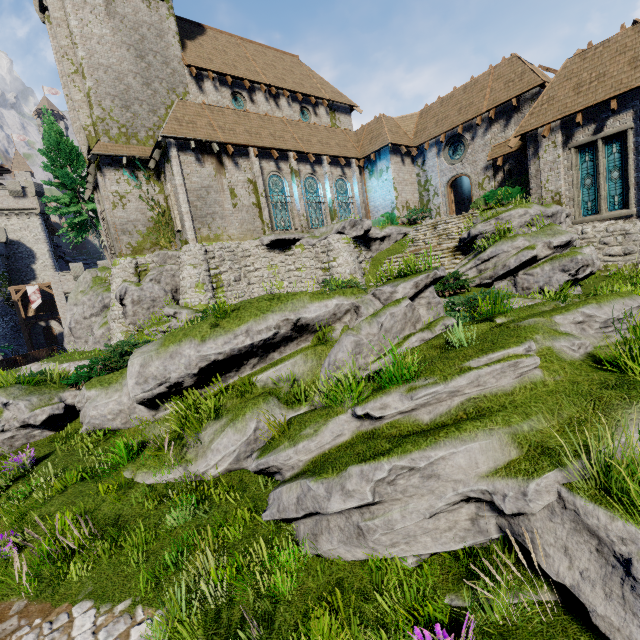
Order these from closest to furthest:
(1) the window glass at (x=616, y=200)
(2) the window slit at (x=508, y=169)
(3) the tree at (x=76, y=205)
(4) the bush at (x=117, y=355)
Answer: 1. (4) the bush at (x=117, y=355)
2. (1) the window glass at (x=616, y=200)
3. (2) the window slit at (x=508, y=169)
4. (3) the tree at (x=76, y=205)

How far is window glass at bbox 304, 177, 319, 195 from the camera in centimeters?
2327cm

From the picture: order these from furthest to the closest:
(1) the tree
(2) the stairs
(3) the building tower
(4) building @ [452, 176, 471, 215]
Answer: (3) the building tower → (4) building @ [452, 176, 471, 215] → (1) the tree → (2) the stairs

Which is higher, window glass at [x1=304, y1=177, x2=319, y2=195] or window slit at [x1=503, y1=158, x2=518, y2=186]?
window glass at [x1=304, y1=177, x2=319, y2=195]

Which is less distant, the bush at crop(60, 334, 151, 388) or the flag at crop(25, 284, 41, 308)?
the bush at crop(60, 334, 151, 388)

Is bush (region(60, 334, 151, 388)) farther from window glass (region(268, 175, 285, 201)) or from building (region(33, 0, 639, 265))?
window glass (region(268, 175, 285, 201))

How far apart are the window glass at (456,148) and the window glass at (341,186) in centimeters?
772cm

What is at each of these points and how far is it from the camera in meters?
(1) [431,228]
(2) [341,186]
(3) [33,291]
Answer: (1) stairs, 21.4 m
(2) window glass, 25.3 m
(3) flag, 39.0 m
